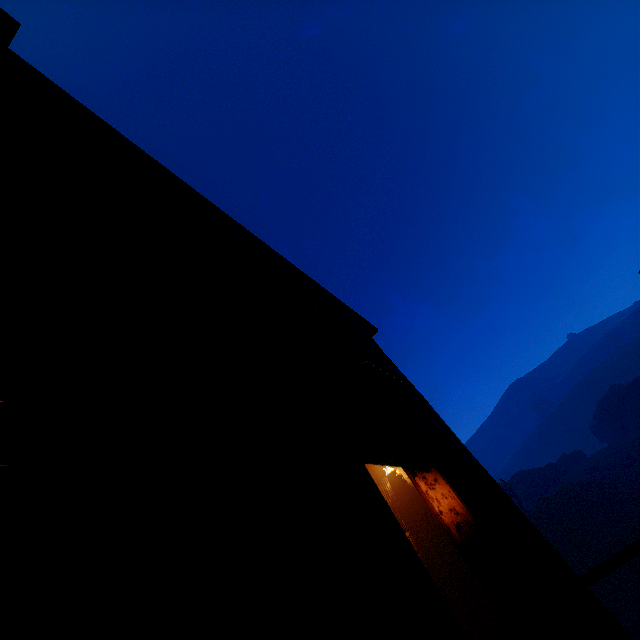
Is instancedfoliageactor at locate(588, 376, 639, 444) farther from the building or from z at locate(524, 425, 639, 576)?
the building

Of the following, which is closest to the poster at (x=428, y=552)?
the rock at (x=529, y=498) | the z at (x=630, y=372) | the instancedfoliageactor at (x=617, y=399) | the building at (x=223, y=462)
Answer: the building at (x=223, y=462)

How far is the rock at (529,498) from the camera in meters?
37.5

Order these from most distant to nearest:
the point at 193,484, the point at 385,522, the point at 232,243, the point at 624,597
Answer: the point at 624,597 < the point at 232,243 < the point at 385,522 < the point at 193,484

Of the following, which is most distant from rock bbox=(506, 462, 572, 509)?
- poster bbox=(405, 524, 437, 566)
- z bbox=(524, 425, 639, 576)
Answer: poster bbox=(405, 524, 437, 566)

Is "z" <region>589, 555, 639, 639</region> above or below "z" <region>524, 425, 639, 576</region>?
below

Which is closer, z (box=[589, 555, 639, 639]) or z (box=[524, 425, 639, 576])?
z (box=[589, 555, 639, 639])

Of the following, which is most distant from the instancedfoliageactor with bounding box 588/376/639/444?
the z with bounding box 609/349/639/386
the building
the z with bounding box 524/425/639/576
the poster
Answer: the poster
